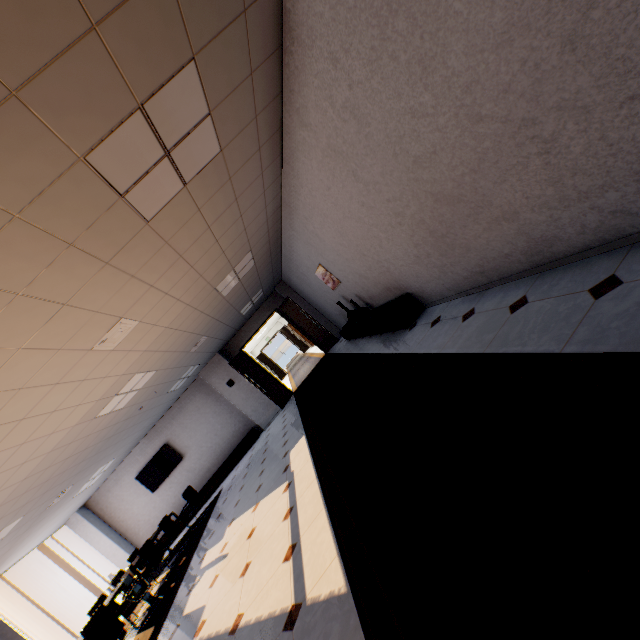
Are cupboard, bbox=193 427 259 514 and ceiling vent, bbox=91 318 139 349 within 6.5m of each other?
no

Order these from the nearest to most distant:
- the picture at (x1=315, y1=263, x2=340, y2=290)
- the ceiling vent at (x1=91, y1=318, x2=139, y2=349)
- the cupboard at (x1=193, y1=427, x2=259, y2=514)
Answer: the ceiling vent at (x1=91, y1=318, x2=139, y2=349), the picture at (x1=315, y1=263, x2=340, y2=290), the cupboard at (x1=193, y1=427, x2=259, y2=514)

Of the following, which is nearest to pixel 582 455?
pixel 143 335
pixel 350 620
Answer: pixel 350 620

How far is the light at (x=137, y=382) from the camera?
5.61m

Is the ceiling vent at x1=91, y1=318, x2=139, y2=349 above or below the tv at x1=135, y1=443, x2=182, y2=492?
above

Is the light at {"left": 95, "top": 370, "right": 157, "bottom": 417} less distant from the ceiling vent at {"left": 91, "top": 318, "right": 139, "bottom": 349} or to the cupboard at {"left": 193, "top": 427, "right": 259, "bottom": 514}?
the ceiling vent at {"left": 91, "top": 318, "right": 139, "bottom": 349}

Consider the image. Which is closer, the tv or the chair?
the chair

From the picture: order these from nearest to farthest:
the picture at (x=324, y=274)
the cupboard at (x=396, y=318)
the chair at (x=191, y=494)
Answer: the cupboard at (x=396, y=318)
the picture at (x=324, y=274)
the chair at (x=191, y=494)
